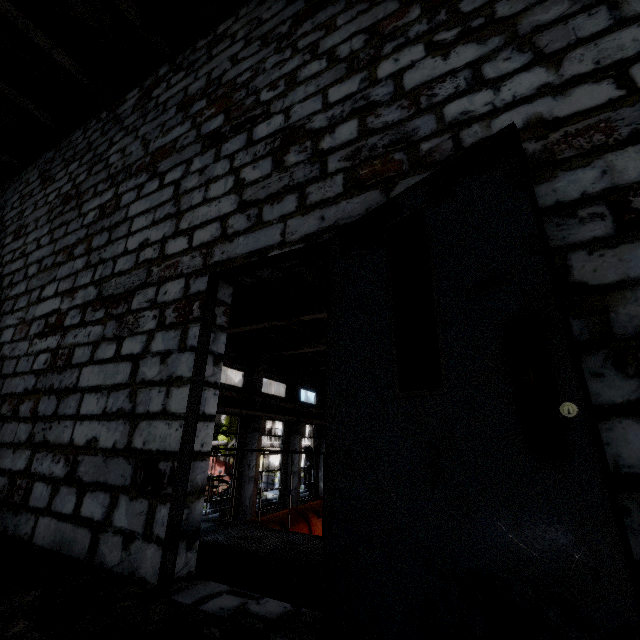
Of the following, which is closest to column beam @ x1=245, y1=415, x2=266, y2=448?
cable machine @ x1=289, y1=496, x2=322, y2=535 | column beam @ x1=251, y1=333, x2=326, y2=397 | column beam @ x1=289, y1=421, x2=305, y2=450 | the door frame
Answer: column beam @ x1=251, y1=333, x2=326, y2=397

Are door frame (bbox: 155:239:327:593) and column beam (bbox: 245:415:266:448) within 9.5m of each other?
no

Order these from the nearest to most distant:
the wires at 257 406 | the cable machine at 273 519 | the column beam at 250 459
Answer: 1. the cable machine at 273 519
2. the wires at 257 406
3. the column beam at 250 459

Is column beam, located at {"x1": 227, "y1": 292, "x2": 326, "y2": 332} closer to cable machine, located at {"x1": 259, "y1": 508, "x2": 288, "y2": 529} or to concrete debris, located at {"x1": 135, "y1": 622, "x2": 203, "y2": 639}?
cable machine, located at {"x1": 259, "y1": 508, "x2": 288, "y2": 529}

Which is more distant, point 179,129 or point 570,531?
A: point 179,129

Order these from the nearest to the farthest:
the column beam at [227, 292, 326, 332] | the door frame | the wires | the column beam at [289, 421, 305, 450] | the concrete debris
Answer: the concrete debris → the door frame → the column beam at [227, 292, 326, 332] → the wires → the column beam at [289, 421, 305, 450]

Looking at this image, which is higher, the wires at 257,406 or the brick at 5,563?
the wires at 257,406

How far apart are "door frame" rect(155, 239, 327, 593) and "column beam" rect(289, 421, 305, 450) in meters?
20.5 m
